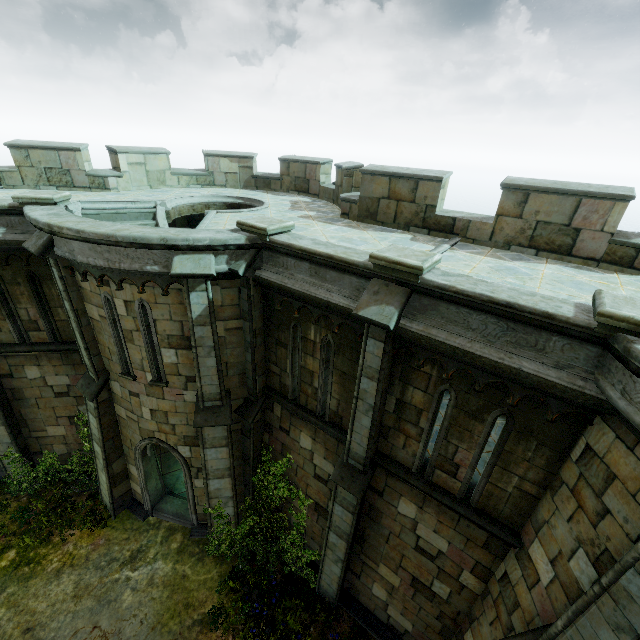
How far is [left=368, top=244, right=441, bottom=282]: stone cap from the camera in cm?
515

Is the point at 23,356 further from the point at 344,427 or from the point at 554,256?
the point at 554,256

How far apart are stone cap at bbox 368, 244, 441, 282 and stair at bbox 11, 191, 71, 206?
8.7 meters

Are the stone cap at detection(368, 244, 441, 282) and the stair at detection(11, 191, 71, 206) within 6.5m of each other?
no

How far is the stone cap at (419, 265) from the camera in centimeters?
515cm

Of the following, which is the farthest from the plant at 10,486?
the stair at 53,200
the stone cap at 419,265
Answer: the stone cap at 419,265

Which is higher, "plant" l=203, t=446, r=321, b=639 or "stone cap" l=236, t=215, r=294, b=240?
"stone cap" l=236, t=215, r=294, b=240

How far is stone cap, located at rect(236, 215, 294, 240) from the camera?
6.9 meters
